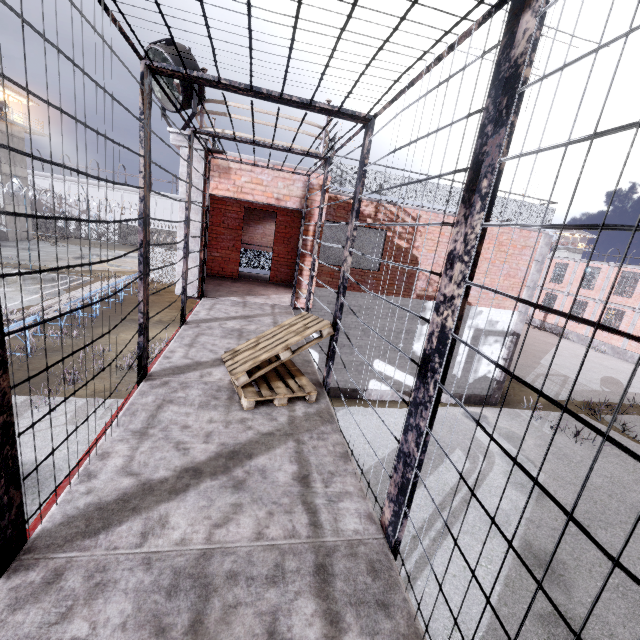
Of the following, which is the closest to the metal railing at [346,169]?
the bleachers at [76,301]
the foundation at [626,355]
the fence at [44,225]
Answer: the fence at [44,225]

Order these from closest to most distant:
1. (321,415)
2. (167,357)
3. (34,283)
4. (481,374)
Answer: (321,415), (167,357), (481,374), (34,283)

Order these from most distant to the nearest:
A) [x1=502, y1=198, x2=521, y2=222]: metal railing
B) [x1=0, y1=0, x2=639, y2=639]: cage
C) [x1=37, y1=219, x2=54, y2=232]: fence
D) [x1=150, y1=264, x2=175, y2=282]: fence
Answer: [x1=37, y1=219, x2=54, y2=232]: fence < [x1=150, y1=264, x2=175, y2=282]: fence < [x1=502, y1=198, x2=521, y2=222]: metal railing < [x1=0, y1=0, x2=639, y2=639]: cage

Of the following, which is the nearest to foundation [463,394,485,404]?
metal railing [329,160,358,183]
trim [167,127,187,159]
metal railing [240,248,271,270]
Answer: trim [167,127,187,159]

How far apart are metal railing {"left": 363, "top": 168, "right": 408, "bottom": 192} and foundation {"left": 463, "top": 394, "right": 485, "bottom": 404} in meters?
6.8

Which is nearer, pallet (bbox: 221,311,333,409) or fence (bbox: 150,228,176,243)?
pallet (bbox: 221,311,333,409)

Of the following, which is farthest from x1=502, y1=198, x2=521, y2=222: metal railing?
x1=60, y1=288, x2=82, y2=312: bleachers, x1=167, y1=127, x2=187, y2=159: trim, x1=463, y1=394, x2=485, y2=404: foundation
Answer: x1=60, y1=288, x2=82, y2=312: bleachers

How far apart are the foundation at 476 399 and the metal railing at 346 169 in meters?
6.8 m
